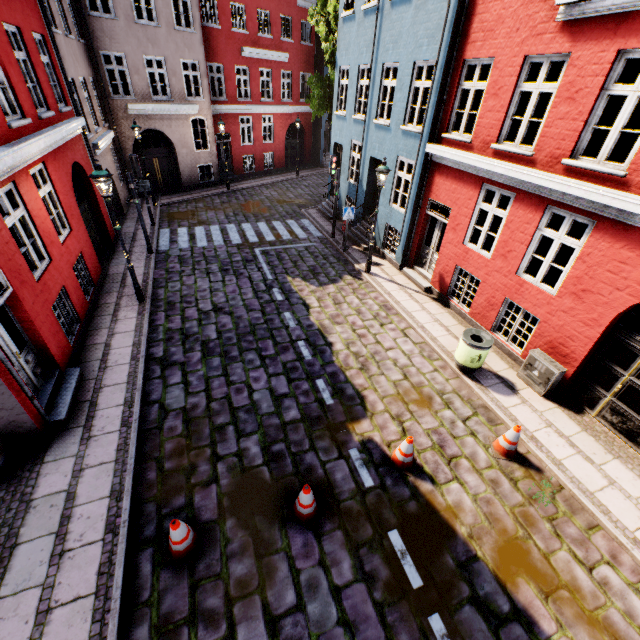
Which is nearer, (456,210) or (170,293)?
(456,210)

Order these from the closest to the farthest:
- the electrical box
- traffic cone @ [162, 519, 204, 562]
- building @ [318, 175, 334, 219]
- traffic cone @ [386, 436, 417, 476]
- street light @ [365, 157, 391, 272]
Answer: traffic cone @ [162, 519, 204, 562], traffic cone @ [386, 436, 417, 476], the electrical box, street light @ [365, 157, 391, 272], building @ [318, 175, 334, 219]

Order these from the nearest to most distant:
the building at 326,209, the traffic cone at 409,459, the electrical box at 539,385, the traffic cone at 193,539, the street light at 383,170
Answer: the traffic cone at 193,539 → the traffic cone at 409,459 → the electrical box at 539,385 → the street light at 383,170 → the building at 326,209

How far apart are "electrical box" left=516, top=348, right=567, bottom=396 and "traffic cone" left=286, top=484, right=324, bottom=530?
5.75m

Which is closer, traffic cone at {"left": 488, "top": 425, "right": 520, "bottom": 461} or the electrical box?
traffic cone at {"left": 488, "top": 425, "right": 520, "bottom": 461}

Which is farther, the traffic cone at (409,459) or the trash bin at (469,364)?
the trash bin at (469,364)

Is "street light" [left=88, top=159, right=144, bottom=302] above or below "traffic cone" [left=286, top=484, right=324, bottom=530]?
above

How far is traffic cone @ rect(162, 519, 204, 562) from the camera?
4.6 meters
